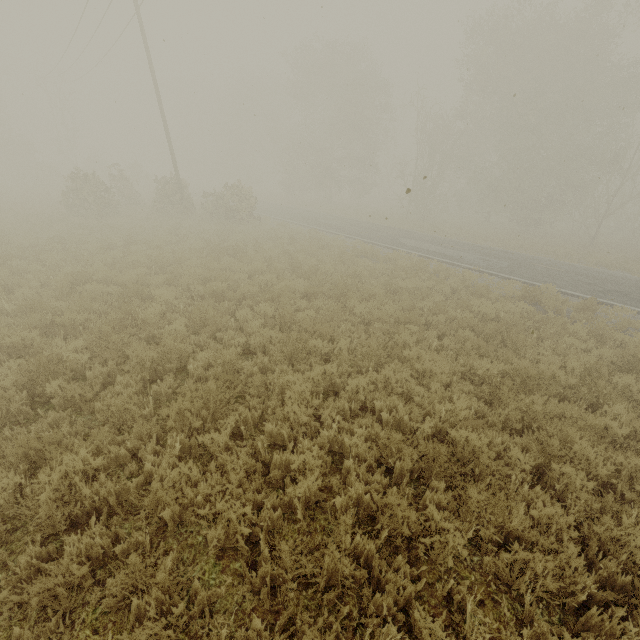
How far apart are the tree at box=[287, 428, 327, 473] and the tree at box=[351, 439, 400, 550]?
0.72m

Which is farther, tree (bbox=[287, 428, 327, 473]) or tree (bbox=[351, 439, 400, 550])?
tree (bbox=[287, 428, 327, 473])

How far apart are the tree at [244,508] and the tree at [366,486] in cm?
72

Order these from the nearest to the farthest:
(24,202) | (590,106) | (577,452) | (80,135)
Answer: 1. (577,452)
2. (24,202)
3. (590,106)
4. (80,135)

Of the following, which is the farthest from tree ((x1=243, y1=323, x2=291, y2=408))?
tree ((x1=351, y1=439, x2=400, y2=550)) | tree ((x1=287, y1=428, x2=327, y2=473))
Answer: tree ((x1=351, y1=439, x2=400, y2=550))

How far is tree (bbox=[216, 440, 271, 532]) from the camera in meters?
3.5

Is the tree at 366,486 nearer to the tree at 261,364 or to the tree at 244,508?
the tree at 244,508
